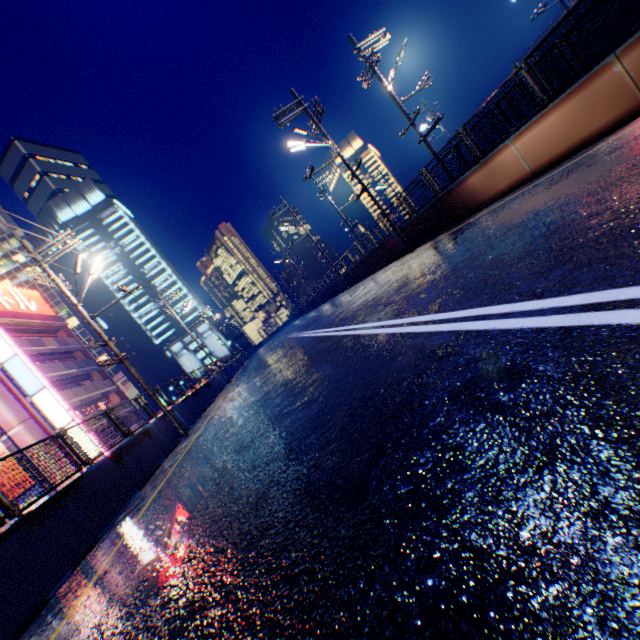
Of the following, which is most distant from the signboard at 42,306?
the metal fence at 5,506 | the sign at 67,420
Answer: the metal fence at 5,506

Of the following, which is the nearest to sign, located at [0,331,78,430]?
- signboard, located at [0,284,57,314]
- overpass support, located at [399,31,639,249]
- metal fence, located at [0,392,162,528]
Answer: signboard, located at [0,284,57,314]

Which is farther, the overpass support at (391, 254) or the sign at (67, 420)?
the sign at (67, 420)

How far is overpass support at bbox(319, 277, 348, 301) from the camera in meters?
30.8

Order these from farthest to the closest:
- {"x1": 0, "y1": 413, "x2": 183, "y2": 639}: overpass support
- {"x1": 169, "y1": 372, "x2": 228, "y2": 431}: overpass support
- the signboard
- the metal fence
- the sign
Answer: the signboard, the sign, {"x1": 169, "y1": 372, "x2": 228, "y2": 431}: overpass support, the metal fence, {"x1": 0, "y1": 413, "x2": 183, "y2": 639}: overpass support

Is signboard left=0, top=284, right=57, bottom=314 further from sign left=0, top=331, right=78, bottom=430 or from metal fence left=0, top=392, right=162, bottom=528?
metal fence left=0, top=392, right=162, bottom=528

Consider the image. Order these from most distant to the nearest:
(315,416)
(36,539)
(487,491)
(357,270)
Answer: (357,270) < (36,539) < (315,416) < (487,491)
